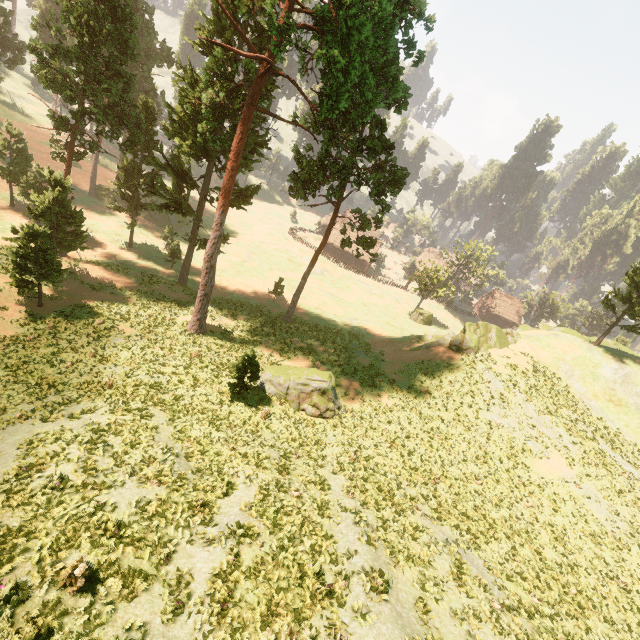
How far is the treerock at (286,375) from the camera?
19.7m

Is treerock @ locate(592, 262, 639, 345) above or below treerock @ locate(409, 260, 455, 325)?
above

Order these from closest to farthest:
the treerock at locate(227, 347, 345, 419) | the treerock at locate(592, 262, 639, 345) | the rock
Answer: the treerock at locate(227, 347, 345, 419)
the rock
the treerock at locate(592, 262, 639, 345)

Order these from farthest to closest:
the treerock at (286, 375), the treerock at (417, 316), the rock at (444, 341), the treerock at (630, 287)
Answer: the treerock at (417, 316), the treerock at (630, 287), the rock at (444, 341), the treerock at (286, 375)

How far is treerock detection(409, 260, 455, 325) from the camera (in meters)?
53.34

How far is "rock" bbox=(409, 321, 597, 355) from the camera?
31.33m

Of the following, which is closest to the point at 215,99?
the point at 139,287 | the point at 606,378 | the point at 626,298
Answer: the point at 139,287
